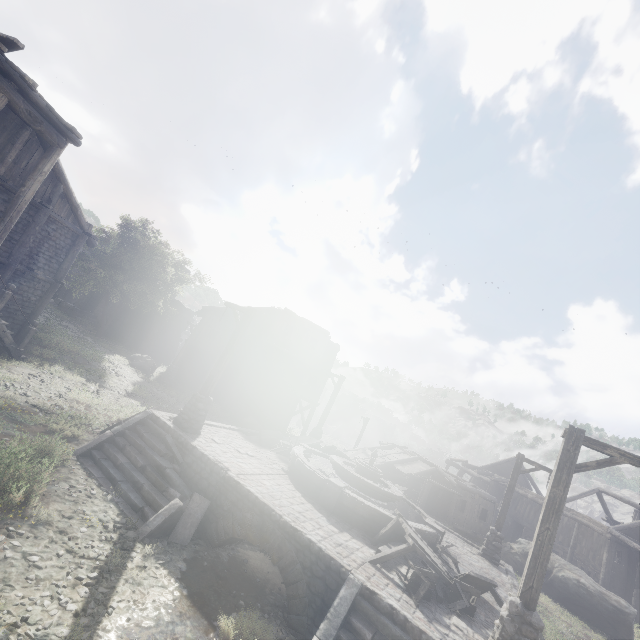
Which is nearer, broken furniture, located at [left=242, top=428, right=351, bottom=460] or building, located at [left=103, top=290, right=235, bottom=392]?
broken furniture, located at [left=242, top=428, right=351, bottom=460]

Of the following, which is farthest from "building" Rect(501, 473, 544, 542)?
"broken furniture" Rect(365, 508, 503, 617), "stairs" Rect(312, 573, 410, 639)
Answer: "broken furniture" Rect(365, 508, 503, 617)

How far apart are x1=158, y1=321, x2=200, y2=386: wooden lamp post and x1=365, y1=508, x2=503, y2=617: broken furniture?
19.3m

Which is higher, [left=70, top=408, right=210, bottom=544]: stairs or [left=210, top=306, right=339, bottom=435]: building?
[left=210, top=306, right=339, bottom=435]: building

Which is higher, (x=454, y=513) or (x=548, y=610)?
(x=454, y=513)

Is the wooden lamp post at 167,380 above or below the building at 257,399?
below

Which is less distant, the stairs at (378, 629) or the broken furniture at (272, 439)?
the stairs at (378, 629)

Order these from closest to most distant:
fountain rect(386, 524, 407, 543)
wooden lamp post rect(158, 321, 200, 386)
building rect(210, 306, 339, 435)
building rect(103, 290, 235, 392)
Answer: fountain rect(386, 524, 407, 543) < wooden lamp post rect(158, 321, 200, 386) < building rect(210, 306, 339, 435) < building rect(103, 290, 235, 392)
